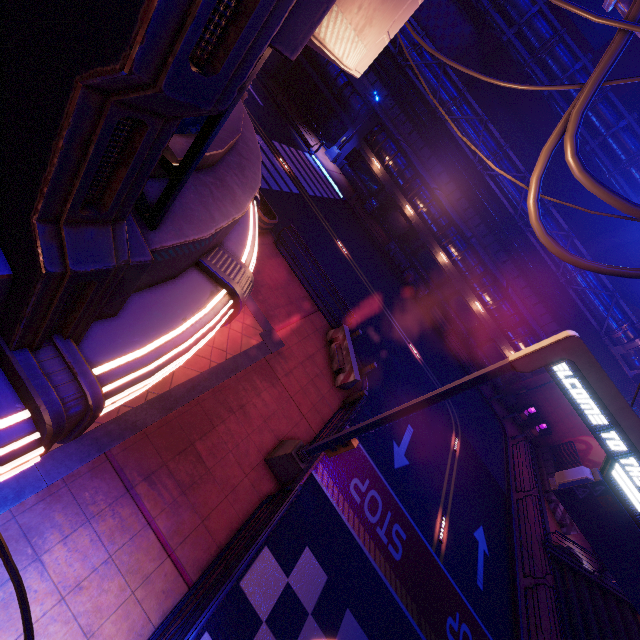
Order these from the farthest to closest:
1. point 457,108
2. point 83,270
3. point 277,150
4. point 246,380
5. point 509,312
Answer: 1. point 509,312
2. point 457,108
3. point 277,150
4. point 246,380
5. point 83,270

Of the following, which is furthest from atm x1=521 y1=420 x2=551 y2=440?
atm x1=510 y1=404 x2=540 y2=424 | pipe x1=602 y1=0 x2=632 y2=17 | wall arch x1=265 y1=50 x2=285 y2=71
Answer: wall arch x1=265 y1=50 x2=285 y2=71

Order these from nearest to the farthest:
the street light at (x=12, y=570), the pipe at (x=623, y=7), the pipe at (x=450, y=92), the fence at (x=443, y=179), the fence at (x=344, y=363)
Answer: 1. the street light at (x=12, y=570)
2. the pipe at (x=623, y=7)
3. the fence at (x=344, y=363)
4. the pipe at (x=450, y=92)
5. the fence at (x=443, y=179)

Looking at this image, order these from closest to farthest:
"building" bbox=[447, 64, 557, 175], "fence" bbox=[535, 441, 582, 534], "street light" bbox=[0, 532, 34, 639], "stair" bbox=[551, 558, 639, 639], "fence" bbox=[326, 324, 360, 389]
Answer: "street light" bbox=[0, 532, 34, 639]
"fence" bbox=[326, 324, 360, 389]
"stair" bbox=[551, 558, 639, 639]
"fence" bbox=[535, 441, 582, 534]
"building" bbox=[447, 64, 557, 175]

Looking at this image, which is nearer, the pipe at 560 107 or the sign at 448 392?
the sign at 448 392

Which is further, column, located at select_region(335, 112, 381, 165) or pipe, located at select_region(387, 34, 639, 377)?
column, located at select_region(335, 112, 381, 165)

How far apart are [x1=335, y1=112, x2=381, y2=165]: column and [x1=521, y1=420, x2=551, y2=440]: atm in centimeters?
2805cm

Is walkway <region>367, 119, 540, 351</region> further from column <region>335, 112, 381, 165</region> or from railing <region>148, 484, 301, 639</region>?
railing <region>148, 484, 301, 639</region>
